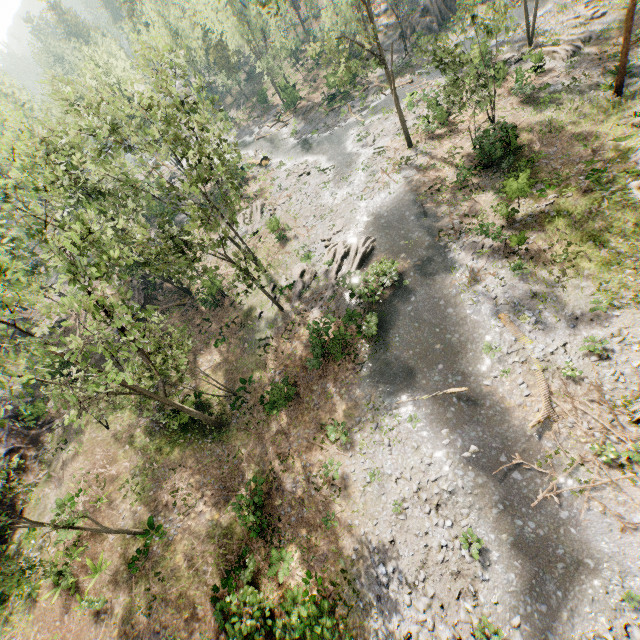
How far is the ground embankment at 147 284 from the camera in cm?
3362

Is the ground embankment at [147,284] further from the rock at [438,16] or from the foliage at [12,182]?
the rock at [438,16]

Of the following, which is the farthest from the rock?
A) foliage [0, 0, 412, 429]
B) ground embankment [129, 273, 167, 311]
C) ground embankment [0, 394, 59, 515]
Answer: ground embankment [0, 394, 59, 515]

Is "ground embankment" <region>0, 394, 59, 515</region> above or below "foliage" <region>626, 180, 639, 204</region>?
above

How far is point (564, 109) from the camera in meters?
24.9

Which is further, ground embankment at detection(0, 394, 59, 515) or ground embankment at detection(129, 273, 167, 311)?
ground embankment at detection(129, 273, 167, 311)

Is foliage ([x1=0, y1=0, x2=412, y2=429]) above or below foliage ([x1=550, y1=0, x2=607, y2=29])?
above
